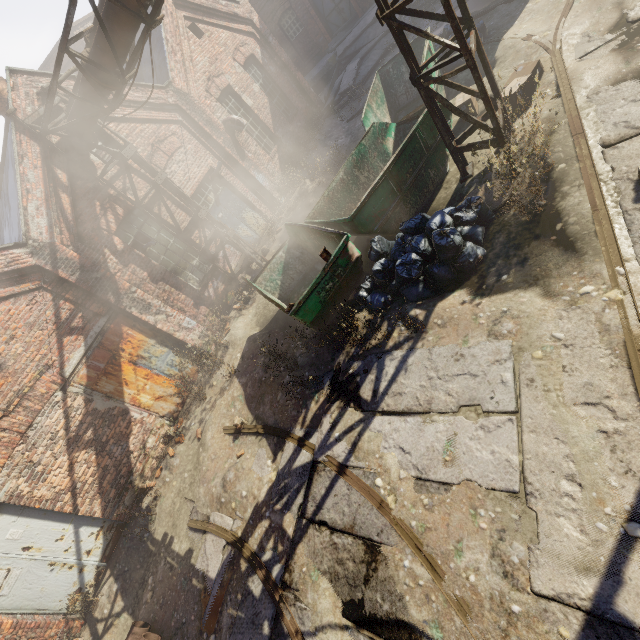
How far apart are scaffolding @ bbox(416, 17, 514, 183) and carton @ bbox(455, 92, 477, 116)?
1.6m

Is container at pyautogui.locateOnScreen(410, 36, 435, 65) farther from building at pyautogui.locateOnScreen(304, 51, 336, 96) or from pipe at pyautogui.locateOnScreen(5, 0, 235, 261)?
building at pyautogui.locateOnScreen(304, 51, 336, 96)

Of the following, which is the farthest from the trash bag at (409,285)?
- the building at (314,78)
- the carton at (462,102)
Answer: the building at (314,78)

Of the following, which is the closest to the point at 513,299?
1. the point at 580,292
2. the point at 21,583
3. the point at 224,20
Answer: the point at 580,292

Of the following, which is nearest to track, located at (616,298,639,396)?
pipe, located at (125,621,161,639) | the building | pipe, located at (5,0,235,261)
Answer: pipe, located at (5,0,235,261)

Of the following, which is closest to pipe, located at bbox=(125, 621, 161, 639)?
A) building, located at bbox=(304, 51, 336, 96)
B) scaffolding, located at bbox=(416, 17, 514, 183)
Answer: scaffolding, located at bbox=(416, 17, 514, 183)

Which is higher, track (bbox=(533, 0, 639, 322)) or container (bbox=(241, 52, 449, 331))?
container (bbox=(241, 52, 449, 331))

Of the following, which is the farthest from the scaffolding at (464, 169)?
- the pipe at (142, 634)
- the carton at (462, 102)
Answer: the pipe at (142, 634)
